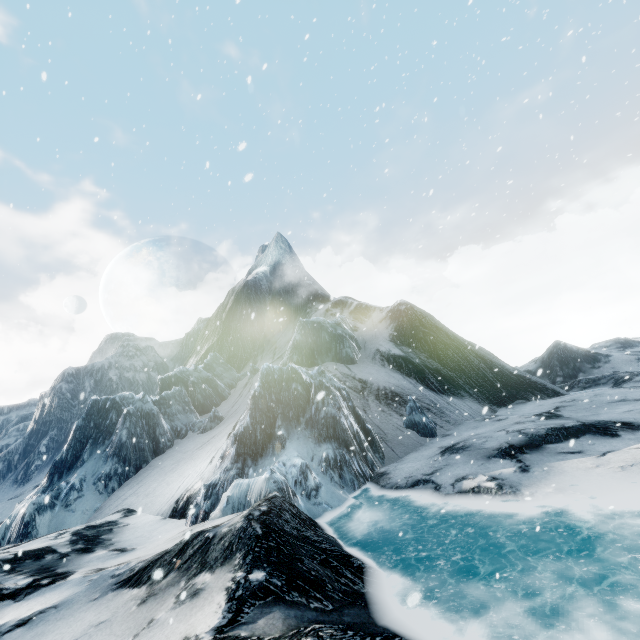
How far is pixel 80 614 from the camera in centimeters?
599cm
